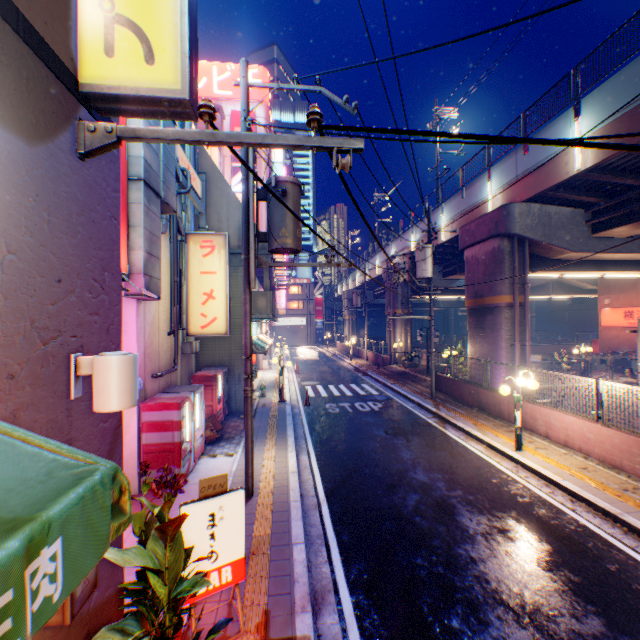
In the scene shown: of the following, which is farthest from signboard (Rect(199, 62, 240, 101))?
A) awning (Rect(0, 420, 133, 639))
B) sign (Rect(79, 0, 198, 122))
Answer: awning (Rect(0, 420, 133, 639))

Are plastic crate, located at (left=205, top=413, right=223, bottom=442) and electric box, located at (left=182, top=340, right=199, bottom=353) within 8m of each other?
yes

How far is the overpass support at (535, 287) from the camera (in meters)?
29.94

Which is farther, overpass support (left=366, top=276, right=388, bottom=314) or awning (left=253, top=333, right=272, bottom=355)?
overpass support (left=366, top=276, right=388, bottom=314)

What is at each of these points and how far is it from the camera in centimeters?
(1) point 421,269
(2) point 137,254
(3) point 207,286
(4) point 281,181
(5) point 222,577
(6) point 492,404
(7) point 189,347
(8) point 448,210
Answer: (1) electric pole, 1591cm
(2) ventilation tube, 682cm
(3) sign, 1044cm
(4) electric pole, 713cm
(5) sign, 411cm
(6) concrete block, 1315cm
(7) electric box, 1080cm
(8) overpass support, 2086cm

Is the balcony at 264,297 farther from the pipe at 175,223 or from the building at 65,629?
the building at 65,629

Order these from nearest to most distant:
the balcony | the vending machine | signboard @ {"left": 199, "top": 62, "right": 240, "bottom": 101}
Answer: the vending machine
the balcony
signboard @ {"left": 199, "top": 62, "right": 240, "bottom": 101}

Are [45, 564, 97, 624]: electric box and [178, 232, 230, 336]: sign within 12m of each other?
yes
